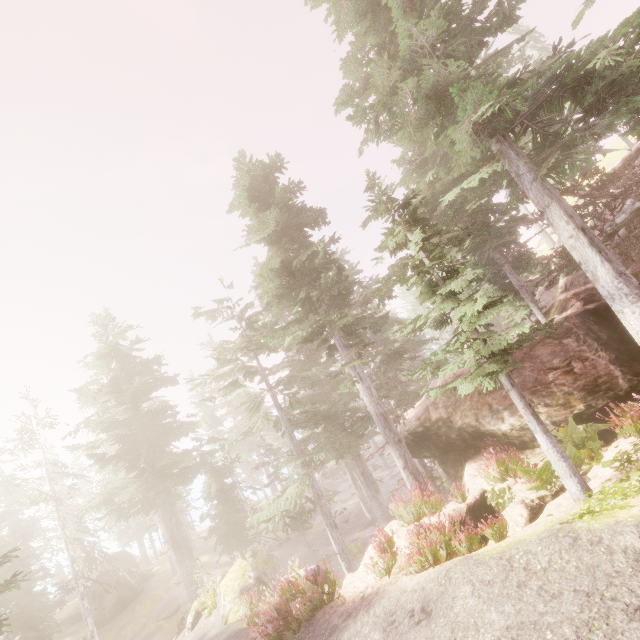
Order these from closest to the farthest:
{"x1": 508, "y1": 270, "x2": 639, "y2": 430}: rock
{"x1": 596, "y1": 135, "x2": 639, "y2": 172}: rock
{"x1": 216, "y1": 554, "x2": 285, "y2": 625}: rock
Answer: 1. {"x1": 508, "y1": 270, "x2": 639, "y2": 430}: rock
2. {"x1": 216, "y1": 554, "x2": 285, "y2": 625}: rock
3. {"x1": 596, "y1": 135, "x2": 639, "y2": 172}: rock

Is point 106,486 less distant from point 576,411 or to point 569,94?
point 576,411

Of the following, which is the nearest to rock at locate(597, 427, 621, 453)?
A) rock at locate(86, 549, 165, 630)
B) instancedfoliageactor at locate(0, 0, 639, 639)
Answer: instancedfoliageactor at locate(0, 0, 639, 639)

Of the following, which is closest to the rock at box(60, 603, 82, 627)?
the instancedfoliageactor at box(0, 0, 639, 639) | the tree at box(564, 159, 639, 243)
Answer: the instancedfoliageactor at box(0, 0, 639, 639)

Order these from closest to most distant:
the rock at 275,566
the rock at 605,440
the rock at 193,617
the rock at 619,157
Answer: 1. the rock at 605,440
2. the rock at 275,566
3. the rock at 193,617
4. the rock at 619,157

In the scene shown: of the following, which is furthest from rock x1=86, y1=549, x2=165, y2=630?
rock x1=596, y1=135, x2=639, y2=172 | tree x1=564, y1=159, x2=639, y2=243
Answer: tree x1=564, y1=159, x2=639, y2=243

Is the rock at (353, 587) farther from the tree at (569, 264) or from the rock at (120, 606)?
the rock at (120, 606)

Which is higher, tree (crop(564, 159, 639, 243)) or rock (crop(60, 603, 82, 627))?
tree (crop(564, 159, 639, 243))
